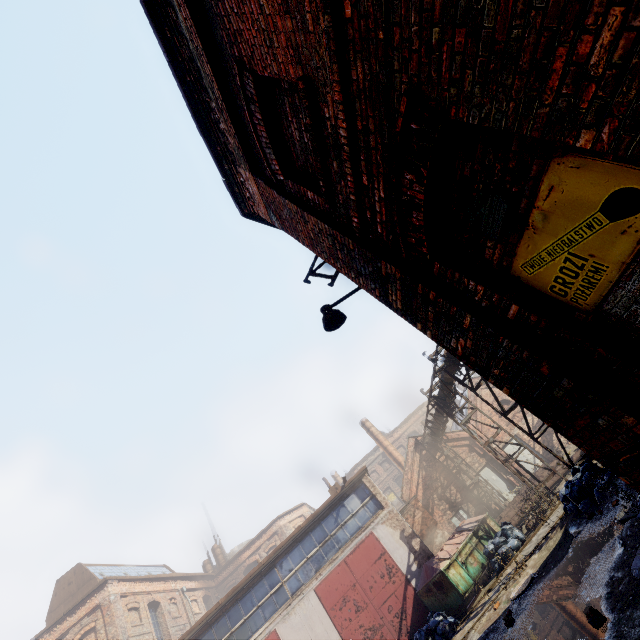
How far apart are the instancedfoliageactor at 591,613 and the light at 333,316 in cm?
559

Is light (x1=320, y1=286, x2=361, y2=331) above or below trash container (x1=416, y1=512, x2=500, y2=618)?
above

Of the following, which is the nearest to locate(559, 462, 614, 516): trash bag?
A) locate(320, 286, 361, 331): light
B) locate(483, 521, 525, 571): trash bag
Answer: locate(483, 521, 525, 571): trash bag

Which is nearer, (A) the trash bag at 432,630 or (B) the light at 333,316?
(B) the light at 333,316

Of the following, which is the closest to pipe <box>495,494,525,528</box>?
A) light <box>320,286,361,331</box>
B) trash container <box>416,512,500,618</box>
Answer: trash container <box>416,512,500,618</box>

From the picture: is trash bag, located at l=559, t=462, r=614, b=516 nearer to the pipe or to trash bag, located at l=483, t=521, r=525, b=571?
trash bag, located at l=483, t=521, r=525, b=571

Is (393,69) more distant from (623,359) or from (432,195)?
(623,359)

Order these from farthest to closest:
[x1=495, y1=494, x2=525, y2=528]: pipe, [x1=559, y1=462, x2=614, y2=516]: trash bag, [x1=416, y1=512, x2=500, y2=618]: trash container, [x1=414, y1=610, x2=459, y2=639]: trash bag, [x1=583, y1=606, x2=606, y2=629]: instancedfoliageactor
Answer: [x1=495, y1=494, x2=525, y2=528]: pipe < [x1=416, y1=512, x2=500, y2=618]: trash container < [x1=414, y1=610, x2=459, y2=639]: trash bag < [x1=559, y1=462, x2=614, y2=516]: trash bag < [x1=583, y1=606, x2=606, y2=629]: instancedfoliageactor
